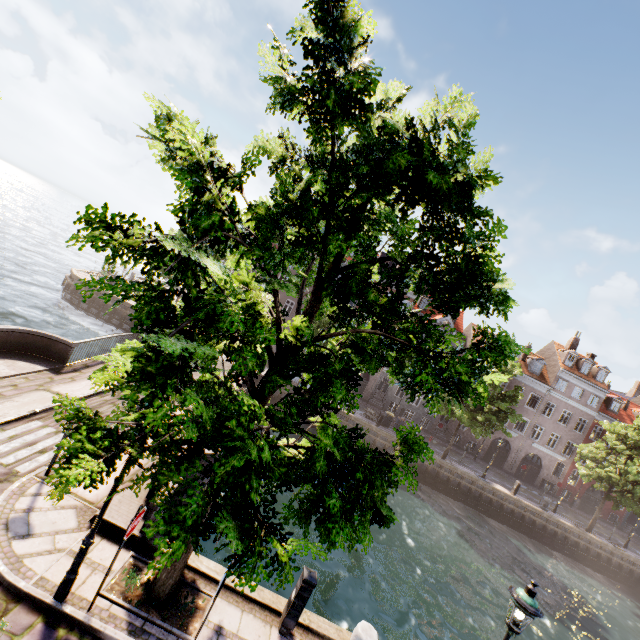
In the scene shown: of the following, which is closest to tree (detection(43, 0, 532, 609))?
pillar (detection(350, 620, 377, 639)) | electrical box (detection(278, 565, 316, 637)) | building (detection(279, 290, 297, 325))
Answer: electrical box (detection(278, 565, 316, 637))

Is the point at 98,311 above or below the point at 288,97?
below

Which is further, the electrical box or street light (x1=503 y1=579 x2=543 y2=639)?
the electrical box

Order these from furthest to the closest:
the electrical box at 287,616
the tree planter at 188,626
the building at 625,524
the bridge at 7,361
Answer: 1. the building at 625,524
2. the bridge at 7,361
3. the electrical box at 287,616
4. the tree planter at 188,626

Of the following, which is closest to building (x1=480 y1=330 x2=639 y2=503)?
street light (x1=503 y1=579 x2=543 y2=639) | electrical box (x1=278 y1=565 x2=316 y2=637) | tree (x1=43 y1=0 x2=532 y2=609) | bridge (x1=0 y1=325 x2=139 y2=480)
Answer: tree (x1=43 y1=0 x2=532 y2=609)

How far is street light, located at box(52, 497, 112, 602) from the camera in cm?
537

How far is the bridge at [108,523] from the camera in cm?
698
